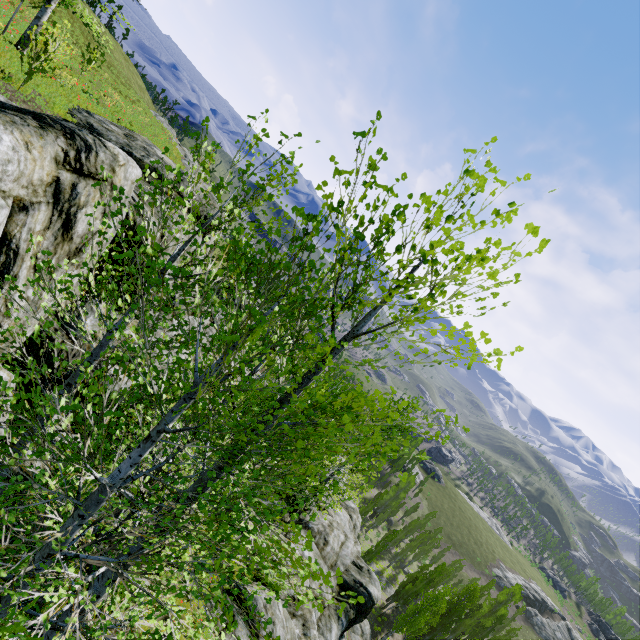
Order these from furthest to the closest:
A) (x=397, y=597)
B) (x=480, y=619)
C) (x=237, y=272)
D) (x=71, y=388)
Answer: (x=480, y=619)
(x=397, y=597)
(x=237, y=272)
(x=71, y=388)

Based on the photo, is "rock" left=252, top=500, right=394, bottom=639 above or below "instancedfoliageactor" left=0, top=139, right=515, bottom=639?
below

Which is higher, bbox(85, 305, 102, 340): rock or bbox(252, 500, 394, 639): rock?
bbox(85, 305, 102, 340): rock

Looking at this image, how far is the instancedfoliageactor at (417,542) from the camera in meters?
42.3 m

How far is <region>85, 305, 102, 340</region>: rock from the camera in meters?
9.3 m

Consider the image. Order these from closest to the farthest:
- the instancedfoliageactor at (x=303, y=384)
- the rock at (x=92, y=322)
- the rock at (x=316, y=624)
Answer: the instancedfoliageactor at (x=303, y=384) → the rock at (x=92, y=322) → the rock at (x=316, y=624)

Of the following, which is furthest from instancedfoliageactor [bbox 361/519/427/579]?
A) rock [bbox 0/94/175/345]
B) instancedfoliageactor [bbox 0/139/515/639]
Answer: instancedfoliageactor [bbox 0/139/515/639]

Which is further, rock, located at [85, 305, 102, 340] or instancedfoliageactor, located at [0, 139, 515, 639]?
rock, located at [85, 305, 102, 340]
